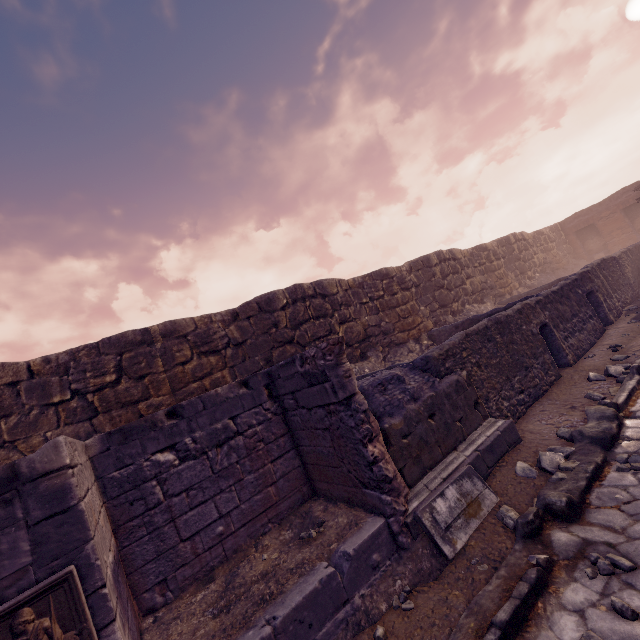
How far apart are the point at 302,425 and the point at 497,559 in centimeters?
291cm

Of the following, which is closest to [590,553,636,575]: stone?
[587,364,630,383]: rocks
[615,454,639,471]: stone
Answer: [615,454,639,471]: stone

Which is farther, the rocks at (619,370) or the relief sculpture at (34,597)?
the rocks at (619,370)

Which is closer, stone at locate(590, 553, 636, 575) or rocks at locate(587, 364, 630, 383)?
stone at locate(590, 553, 636, 575)

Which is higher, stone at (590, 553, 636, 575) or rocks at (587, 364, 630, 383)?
rocks at (587, 364, 630, 383)

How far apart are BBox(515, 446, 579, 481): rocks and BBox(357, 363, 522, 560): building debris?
0.3m

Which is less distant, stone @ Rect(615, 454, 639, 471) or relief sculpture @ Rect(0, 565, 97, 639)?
relief sculpture @ Rect(0, 565, 97, 639)

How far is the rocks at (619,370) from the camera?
6.3 meters
